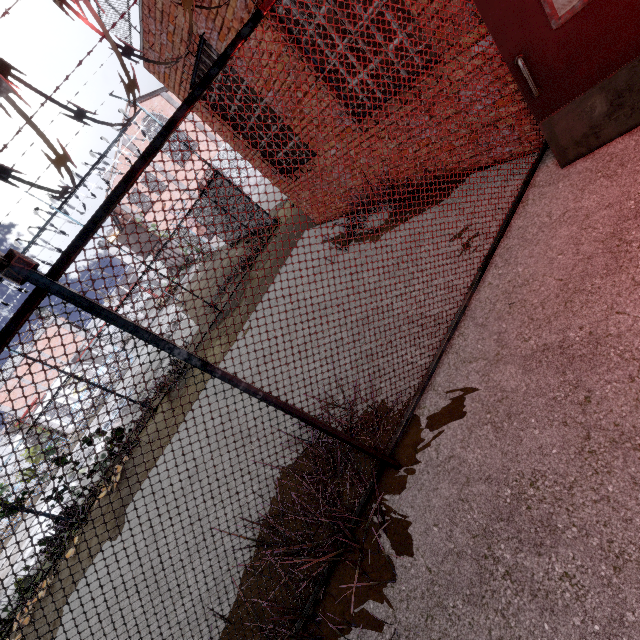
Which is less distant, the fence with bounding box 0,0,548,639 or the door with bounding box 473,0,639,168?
the fence with bounding box 0,0,548,639

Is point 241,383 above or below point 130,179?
below

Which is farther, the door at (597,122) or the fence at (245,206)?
the door at (597,122)
